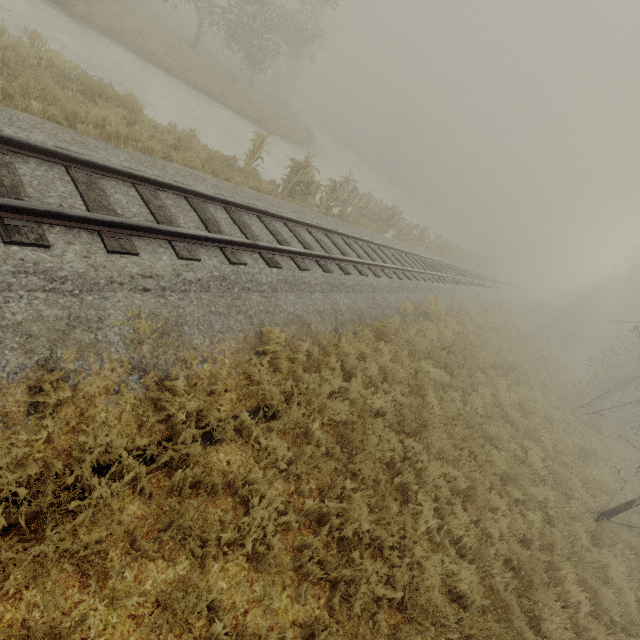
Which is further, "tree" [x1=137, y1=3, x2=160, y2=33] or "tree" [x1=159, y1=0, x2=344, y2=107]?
"tree" [x1=159, y1=0, x2=344, y2=107]

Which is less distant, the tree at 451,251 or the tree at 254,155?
the tree at 254,155

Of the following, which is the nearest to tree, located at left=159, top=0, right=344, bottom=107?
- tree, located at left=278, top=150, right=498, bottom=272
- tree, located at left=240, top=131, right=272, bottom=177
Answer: tree, located at left=240, top=131, right=272, bottom=177

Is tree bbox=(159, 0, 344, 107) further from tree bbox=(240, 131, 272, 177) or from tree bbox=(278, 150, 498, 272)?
tree bbox=(278, 150, 498, 272)

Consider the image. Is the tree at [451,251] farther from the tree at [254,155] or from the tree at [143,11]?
the tree at [143,11]

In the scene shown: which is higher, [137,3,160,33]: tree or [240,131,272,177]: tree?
[240,131,272,177]: tree

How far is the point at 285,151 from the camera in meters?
20.7 m
